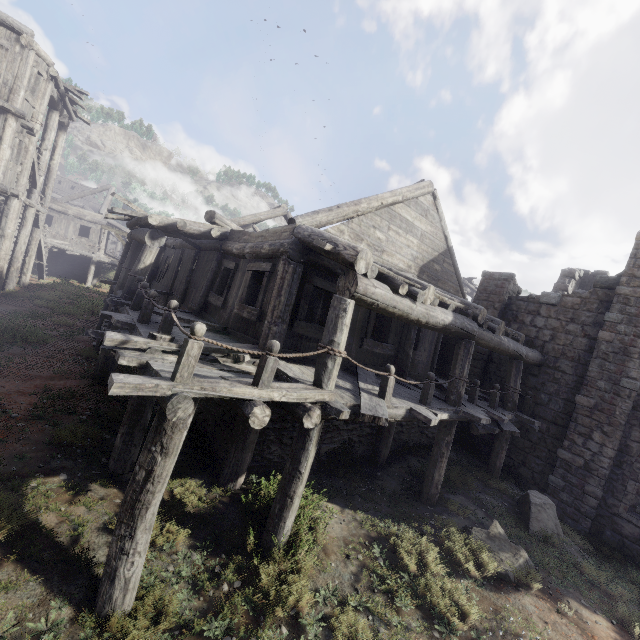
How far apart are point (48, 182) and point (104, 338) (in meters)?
18.59
